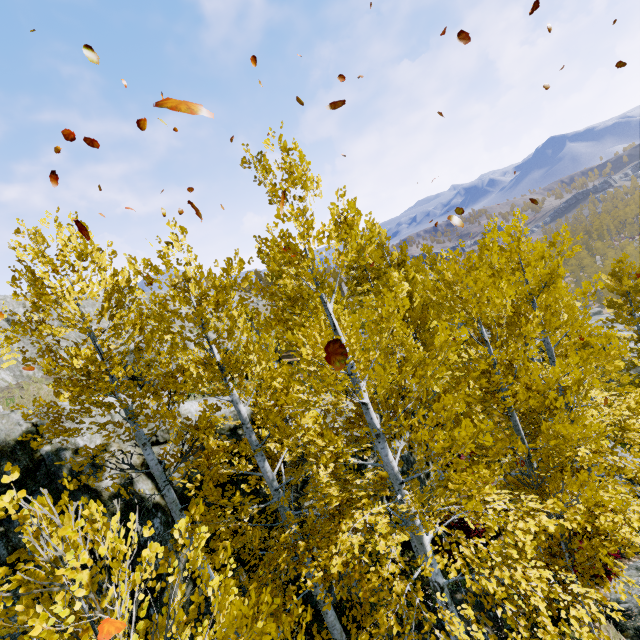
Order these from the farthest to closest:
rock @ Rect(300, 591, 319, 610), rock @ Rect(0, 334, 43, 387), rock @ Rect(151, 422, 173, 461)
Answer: rock @ Rect(0, 334, 43, 387)
rock @ Rect(300, 591, 319, 610)
rock @ Rect(151, 422, 173, 461)

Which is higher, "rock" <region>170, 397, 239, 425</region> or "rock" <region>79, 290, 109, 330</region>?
"rock" <region>79, 290, 109, 330</region>

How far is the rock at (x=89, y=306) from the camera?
27.1m

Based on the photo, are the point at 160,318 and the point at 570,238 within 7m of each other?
no

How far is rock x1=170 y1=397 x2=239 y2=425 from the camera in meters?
8.2

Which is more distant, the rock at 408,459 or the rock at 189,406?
the rock at 408,459

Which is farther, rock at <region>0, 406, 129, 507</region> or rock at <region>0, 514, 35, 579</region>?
rock at <region>0, 406, 129, 507</region>
